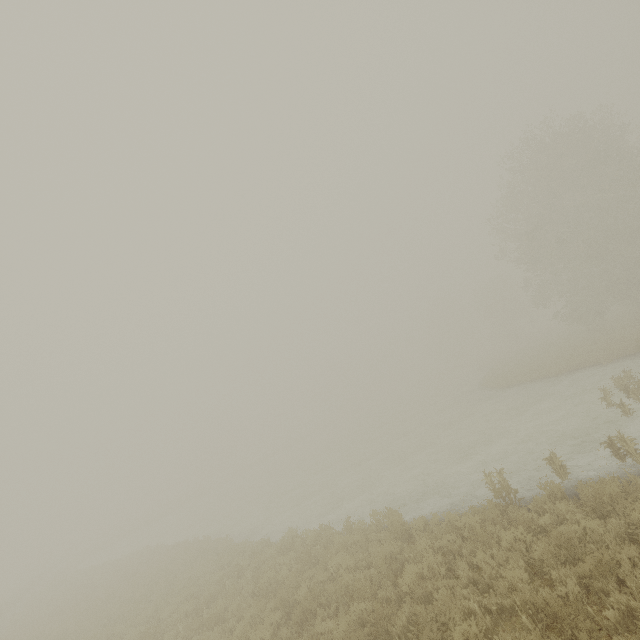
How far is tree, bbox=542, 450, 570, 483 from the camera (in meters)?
9.08

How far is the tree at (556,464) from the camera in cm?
908

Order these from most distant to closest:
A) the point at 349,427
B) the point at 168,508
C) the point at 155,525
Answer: the point at 349,427 → the point at 168,508 → the point at 155,525
